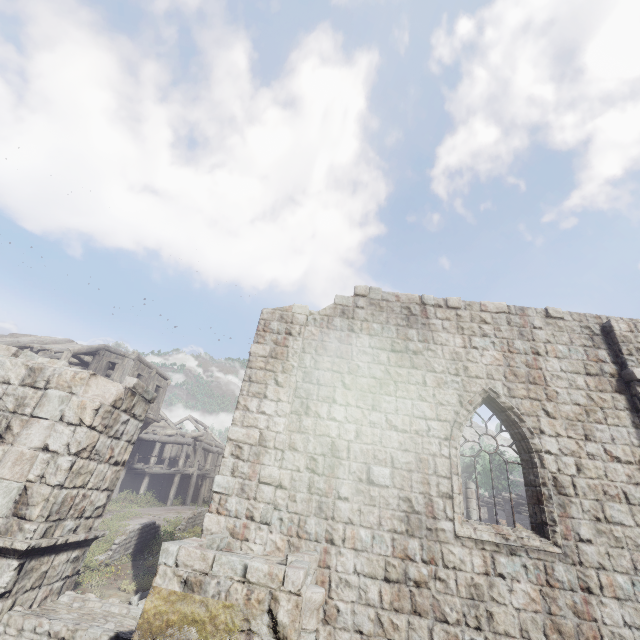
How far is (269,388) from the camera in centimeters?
798cm

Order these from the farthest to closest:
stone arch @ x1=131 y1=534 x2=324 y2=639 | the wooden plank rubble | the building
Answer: the wooden plank rubble → the building → stone arch @ x1=131 y1=534 x2=324 y2=639

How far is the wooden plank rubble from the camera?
26.61m

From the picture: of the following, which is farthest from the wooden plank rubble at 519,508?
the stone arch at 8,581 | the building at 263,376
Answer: the stone arch at 8,581

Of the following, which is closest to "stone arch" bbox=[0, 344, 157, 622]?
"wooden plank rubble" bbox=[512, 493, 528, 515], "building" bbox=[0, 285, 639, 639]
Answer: "building" bbox=[0, 285, 639, 639]

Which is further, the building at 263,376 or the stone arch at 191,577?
the building at 263,376

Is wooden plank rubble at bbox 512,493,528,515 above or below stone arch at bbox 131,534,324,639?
above
